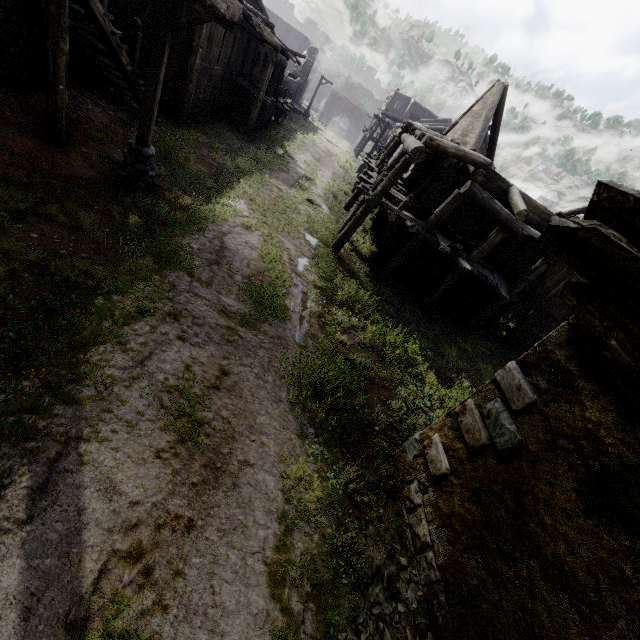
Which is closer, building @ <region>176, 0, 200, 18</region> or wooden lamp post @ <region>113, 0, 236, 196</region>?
wooden lamp post @ <region>113, 0, 236, 196</region>

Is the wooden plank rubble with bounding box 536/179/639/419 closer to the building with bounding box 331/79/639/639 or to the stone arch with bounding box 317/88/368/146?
the building with bounding box 331/79/639/639

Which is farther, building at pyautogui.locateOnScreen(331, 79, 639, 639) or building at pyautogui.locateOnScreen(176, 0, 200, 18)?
building at pyautogui.locateOnScreen(176, 0, 200, 18)

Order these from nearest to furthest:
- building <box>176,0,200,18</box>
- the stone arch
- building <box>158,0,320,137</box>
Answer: building <box>176,0,200,18</box>, building <box>158,0,320,137</box>, the stone arch

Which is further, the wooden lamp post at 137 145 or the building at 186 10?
the building at 186 10

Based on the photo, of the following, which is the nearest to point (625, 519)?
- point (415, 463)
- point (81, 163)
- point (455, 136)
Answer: point (415, 463)

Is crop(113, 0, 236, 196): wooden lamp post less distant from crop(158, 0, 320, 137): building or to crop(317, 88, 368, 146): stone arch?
crop(158, 0, 320, 137): building

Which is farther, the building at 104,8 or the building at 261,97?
the building at 261,97
